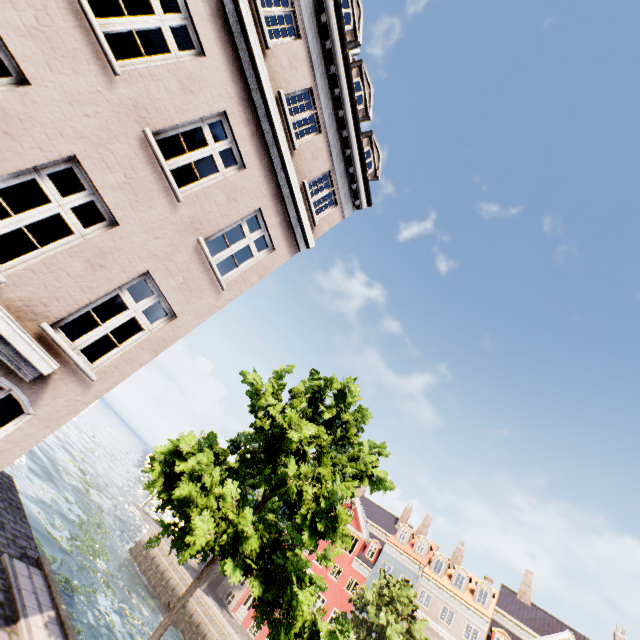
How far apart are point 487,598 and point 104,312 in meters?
37.9 m

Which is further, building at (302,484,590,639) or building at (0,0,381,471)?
building at (302,484,590,639)

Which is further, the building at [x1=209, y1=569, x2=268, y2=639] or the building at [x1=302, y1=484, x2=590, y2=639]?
the building at [x1=209, y1=569, x2=268, y2=639]

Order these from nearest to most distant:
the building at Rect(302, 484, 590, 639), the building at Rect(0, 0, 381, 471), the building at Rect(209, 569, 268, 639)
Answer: the building at Rect(0, 0, 381, 471) → the building at Rect(302, 484, 590, 639) → the building at Rect(209, 569, 268, 639)

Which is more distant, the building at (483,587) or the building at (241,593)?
the building at (241,593)

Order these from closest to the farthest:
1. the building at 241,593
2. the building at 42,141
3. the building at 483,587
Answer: the building at 42,141 < the building at 483,587 < the building at 241,593

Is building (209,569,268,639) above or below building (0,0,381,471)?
below
